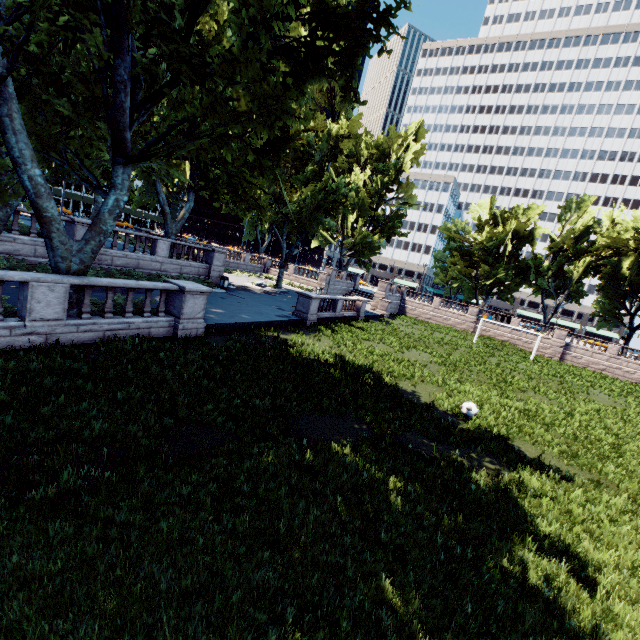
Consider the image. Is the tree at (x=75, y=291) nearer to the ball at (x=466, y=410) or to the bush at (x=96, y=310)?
the bush at (x=96, y=310)

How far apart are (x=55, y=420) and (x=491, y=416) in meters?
13.9 m

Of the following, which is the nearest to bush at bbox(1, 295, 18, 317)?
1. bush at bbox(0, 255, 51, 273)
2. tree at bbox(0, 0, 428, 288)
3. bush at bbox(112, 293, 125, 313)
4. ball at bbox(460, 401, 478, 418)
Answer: tree at bbox(0, 0, 428, 288)

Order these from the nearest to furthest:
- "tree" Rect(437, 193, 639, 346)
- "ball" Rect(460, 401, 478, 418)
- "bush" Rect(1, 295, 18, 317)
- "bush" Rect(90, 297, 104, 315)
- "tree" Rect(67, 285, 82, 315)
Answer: "bush" Rect(1, 295, 18, 317) < "tree" Rect(67, 285, 82, 315) < "bush" Rect(90, 297, 104, 315) < "ball" Rect(460, 401, 478, 418) < "tree" Rect(437, 193, 639, 346)

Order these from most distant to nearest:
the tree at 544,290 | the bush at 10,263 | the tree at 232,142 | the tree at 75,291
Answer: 1. the tree at 544,290
2. the bush at 10,263
3. the tree at 75,291
4. the tree at 232,142

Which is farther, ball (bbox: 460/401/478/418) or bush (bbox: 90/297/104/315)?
ball (bbox: 460/401/478/418)

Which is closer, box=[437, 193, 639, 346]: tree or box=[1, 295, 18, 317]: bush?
box=[1, 295, 18, 317]: bush

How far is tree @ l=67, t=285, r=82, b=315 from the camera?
10.6m
